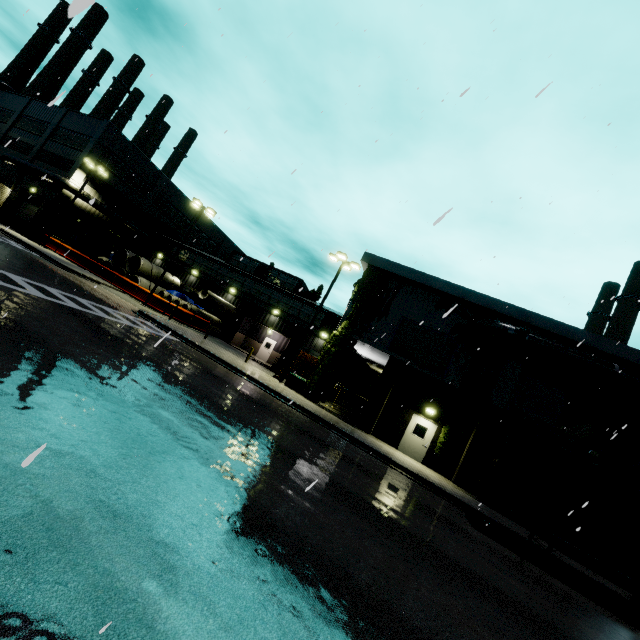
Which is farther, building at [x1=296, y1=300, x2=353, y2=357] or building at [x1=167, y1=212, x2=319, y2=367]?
building at [x1=167, y1=212, x2=319, y2=367]

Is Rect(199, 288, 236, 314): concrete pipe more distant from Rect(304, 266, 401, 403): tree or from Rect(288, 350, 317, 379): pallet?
Rect(288, 350, 317, 379): pallet

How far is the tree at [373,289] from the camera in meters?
20.9 m

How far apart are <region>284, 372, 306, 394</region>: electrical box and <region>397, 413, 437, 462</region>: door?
6.8m

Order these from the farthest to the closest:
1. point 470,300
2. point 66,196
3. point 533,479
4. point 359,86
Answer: point 66,196
point 470,300
point 359,86
point 533,479

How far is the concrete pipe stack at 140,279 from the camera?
31.1m

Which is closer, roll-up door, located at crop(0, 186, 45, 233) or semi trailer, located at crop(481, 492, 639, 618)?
semi trailer, located at crop(481, 492, 639, 618)

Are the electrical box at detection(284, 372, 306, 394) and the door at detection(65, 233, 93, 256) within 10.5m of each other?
no
